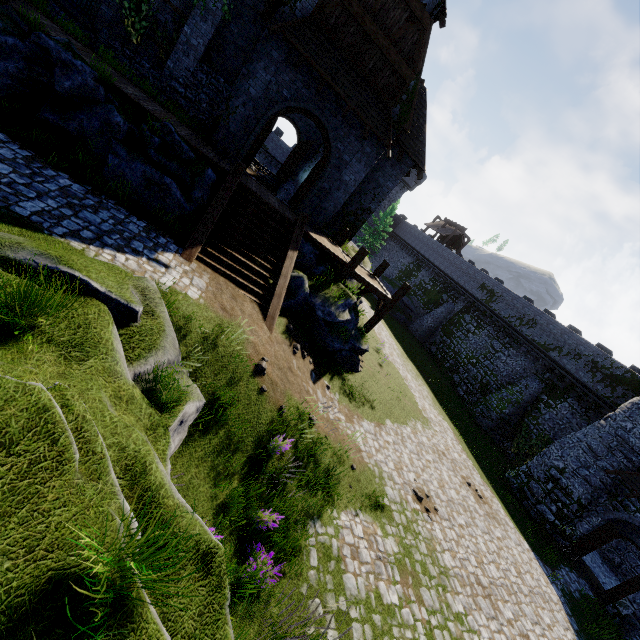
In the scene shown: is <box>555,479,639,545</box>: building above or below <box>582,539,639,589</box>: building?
above

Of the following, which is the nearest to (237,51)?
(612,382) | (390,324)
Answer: (390,324)

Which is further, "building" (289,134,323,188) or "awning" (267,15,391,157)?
"building" (289,134,323,188)

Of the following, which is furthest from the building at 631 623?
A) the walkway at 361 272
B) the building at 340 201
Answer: the building at 340 201

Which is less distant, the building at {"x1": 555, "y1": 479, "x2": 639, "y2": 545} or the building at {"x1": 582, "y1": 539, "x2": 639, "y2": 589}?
the building at {"x1": 555, "y1": 479, "x2": 639, "y2": 545}

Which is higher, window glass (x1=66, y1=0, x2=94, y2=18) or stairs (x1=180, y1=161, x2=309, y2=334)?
window glass (x1=66, y1=0, x2=94, y2=18)

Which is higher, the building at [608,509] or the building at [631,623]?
the building at [608,509]

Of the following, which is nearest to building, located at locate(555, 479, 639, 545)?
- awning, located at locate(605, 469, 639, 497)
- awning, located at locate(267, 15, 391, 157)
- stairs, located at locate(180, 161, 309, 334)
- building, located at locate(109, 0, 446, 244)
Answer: awning, located at locate(605, 469, 639, 497)
